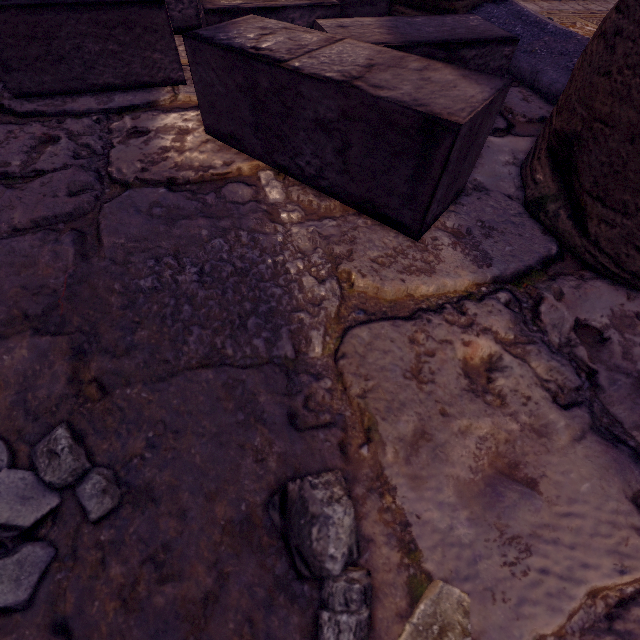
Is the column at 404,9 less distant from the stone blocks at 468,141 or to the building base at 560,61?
the building base at 560,61

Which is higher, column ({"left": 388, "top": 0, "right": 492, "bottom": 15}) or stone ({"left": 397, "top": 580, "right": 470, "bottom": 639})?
column ({"left": 388, "top": 0, "right": 492, "bottom": 15})

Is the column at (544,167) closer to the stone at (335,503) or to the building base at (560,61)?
the building base at (560,61)

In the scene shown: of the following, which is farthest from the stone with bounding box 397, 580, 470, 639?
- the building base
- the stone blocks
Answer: the building base

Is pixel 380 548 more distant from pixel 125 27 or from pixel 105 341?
pixel 125 27

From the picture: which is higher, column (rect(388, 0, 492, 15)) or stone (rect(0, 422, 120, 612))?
column (rect(388, 0, 492, 15))

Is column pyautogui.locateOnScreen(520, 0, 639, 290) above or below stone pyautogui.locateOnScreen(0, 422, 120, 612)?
above

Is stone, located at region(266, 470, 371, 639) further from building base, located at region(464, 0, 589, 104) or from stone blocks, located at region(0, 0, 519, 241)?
building base, located at region(464, 0, 589, 104)
